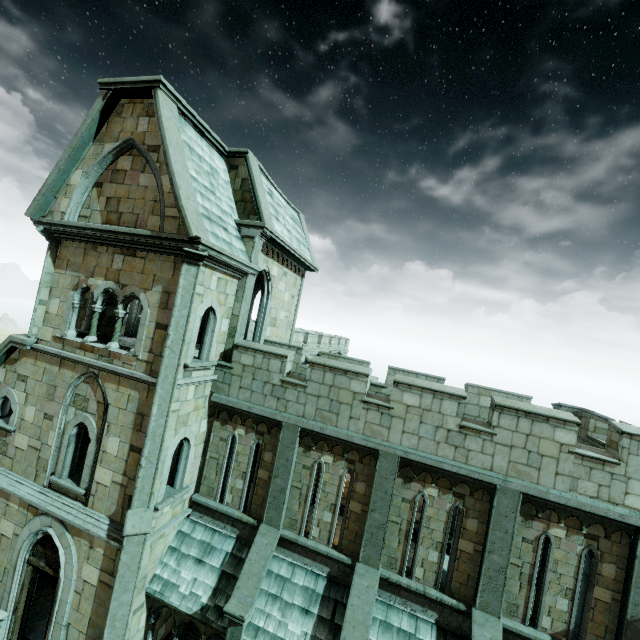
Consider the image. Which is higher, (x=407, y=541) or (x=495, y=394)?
(x=495, y=394)
